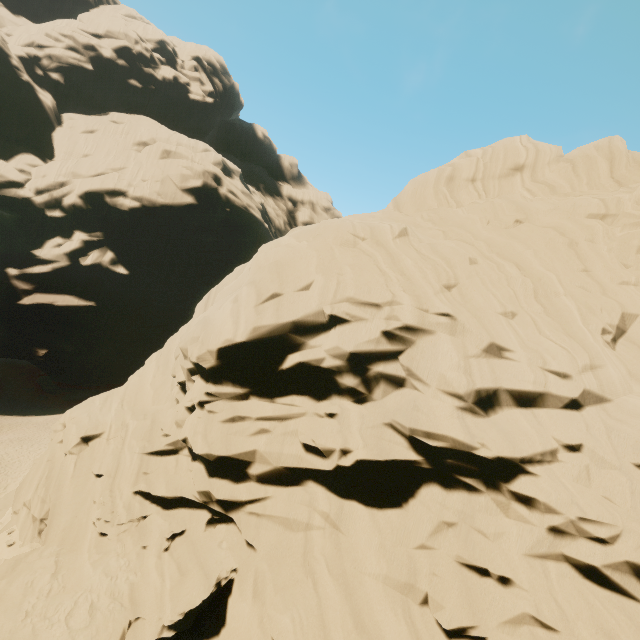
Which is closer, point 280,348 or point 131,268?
point 280,348
